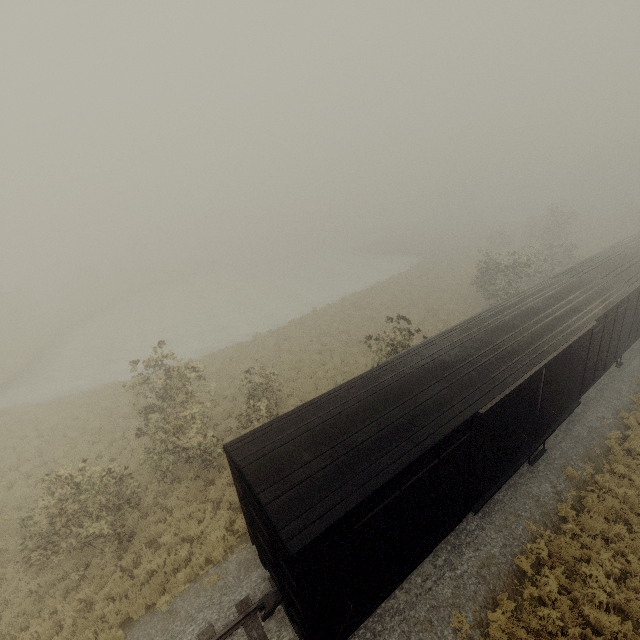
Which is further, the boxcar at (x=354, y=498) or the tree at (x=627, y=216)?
the tree at (x=627, y=216)

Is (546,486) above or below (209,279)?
above

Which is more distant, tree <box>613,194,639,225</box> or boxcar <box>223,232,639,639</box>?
tree <box>613,194,639,225</box>
